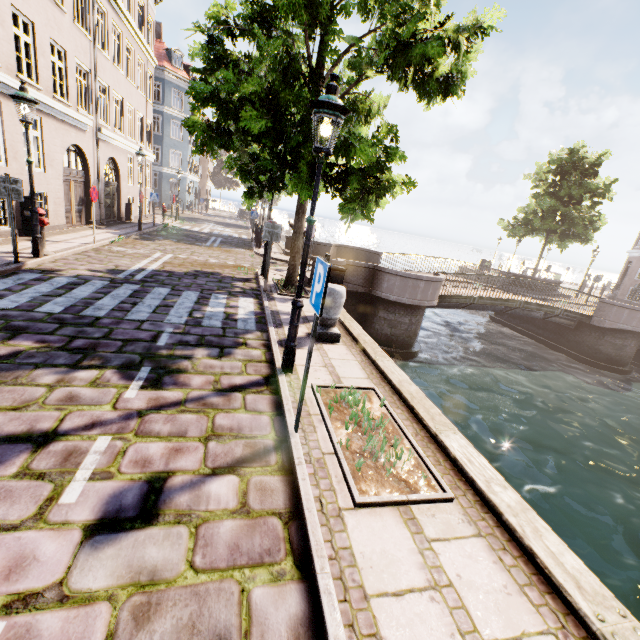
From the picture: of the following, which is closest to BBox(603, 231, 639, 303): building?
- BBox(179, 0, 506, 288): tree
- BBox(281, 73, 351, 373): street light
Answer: BBox(179, 0, 506, 288): tree

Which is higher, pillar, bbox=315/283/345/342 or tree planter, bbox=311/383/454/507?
pillar, bbox=315/283/345/342

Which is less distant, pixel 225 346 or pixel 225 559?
pixel 225 559

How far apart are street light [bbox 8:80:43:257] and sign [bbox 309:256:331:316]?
8.8m

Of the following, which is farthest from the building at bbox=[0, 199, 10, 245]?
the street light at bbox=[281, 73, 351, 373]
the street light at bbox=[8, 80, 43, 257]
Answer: the street light at bbox=[8, 80, 43, 257]

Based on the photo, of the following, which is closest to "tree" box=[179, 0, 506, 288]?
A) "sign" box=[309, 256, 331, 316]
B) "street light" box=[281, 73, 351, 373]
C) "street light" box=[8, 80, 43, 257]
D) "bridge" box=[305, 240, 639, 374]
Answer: "street light" box=[281, 73, 351, 373]

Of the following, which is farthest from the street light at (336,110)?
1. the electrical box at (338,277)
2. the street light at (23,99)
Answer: the street light at (23,99)

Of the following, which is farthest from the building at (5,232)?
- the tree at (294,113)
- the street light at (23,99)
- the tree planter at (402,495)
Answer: the street light at (23,99)
